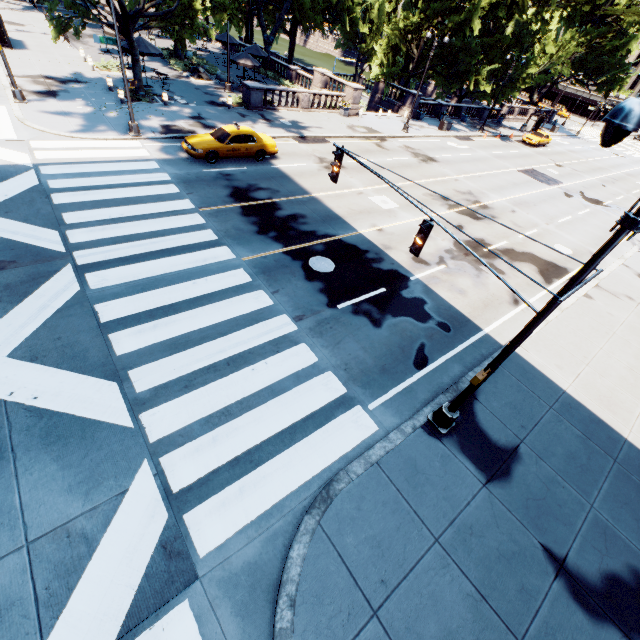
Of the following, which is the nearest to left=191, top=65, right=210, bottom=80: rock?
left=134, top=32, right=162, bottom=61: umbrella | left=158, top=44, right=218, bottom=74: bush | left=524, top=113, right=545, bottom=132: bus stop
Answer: left=158, top=44, right=218, bottom=74: bush

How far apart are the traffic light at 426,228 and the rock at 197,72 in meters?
32.8 m

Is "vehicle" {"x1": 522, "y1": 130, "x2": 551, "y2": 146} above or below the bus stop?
below

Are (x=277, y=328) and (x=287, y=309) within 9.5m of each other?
yes

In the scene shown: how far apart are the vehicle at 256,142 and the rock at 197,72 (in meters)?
16.19

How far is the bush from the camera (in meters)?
30.47

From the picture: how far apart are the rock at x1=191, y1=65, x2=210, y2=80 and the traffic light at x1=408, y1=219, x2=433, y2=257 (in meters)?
32.76

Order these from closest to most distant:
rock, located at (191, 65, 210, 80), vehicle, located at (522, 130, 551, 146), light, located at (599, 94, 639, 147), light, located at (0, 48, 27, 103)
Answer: light, located at (599, 94, 639, 147) → light, located at (0, 48, 27, 103) → rock, located at (191, 65, 210, 80) → vehicle, located at (522, 130, 551, 146)
